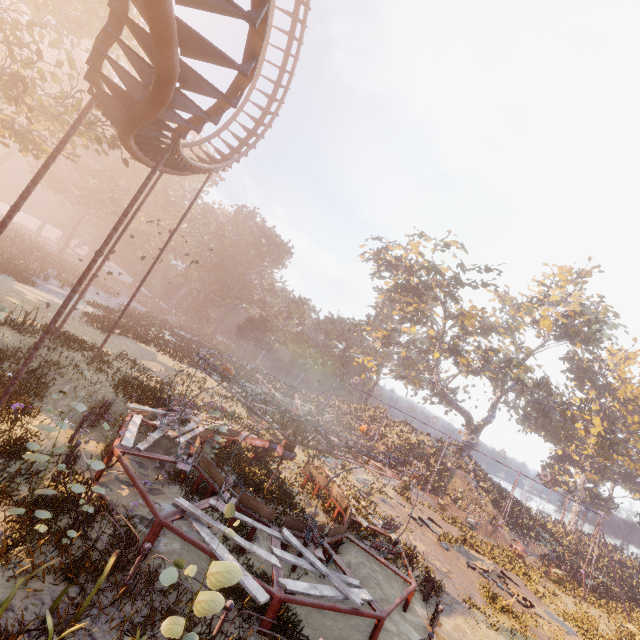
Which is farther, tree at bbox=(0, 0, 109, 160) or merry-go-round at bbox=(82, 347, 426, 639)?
tree at bbox=(0, 0, 109, 160)

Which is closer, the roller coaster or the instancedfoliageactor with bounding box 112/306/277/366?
the roller coaster

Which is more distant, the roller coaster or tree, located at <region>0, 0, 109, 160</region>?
tree, located at <region>0, 0, 109, 160</region>

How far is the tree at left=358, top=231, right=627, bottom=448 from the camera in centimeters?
3569cm

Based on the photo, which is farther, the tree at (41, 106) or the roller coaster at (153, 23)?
the tree at (41, 106)

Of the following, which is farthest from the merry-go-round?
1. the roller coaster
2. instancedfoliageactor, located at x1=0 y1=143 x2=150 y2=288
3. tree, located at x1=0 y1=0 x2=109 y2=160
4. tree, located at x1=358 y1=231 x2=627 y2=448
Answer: tree, located at x1=358 y1=231 x2=627 y2=448

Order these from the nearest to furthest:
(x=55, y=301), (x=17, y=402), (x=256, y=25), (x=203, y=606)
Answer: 1. (x=256, y=25)
2. (x=203, y=606)
3. (x=17, y=402)
4. (x=55, y=301)

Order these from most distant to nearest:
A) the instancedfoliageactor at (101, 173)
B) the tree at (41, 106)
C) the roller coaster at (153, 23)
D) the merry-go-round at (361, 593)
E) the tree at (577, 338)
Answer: the tree at (577, 338)
the instancedfoliageactor at (101, 173)
the tree at (41, 106)
the merry-go-round at (361, 593)
the roller coaster at (153, 23)
